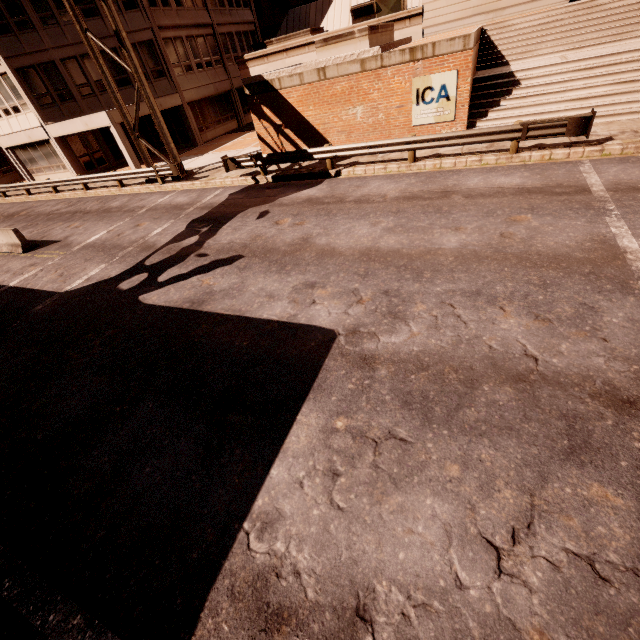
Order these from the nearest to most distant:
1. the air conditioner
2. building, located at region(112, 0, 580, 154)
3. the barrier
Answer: the barrier
building, located at region(112, 0, 580, 154)
the air conditioner

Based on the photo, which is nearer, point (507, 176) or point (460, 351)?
point (460, 351)

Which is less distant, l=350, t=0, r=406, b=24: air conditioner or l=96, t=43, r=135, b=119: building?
l=350, t=0, r=406, b=24: air conditioner

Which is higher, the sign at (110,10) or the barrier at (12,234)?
the sign at (110,10)

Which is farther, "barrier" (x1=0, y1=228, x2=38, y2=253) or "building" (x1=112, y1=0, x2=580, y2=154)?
"building" (x1=112, y1=0, x2=580, y2=154)

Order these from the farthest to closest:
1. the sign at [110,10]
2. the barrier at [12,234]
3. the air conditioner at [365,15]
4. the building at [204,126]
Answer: the air conditioner at [365,15] → the building at [204,126] → the sign at [110,10] → the barrier at [12,234]

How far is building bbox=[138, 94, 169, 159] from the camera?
22.4 meters

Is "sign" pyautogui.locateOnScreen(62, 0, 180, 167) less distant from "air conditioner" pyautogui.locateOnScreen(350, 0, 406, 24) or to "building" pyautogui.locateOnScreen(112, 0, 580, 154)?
"building" pyautogui.locateOnScreen(112, 0, 580, 154)
